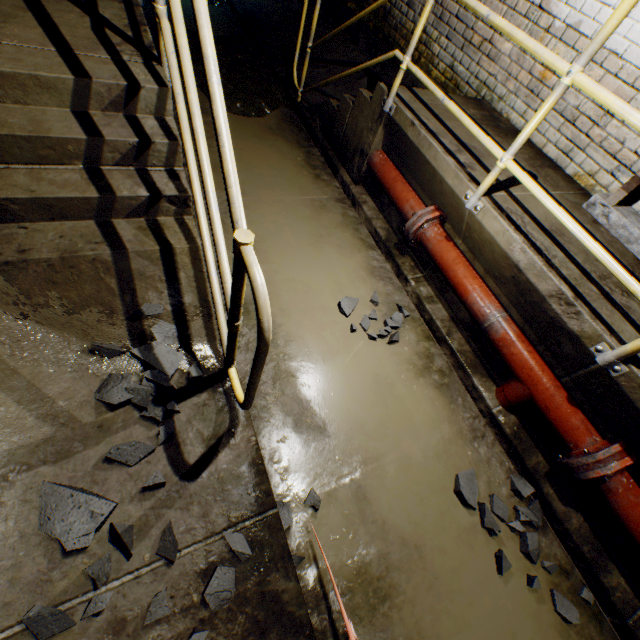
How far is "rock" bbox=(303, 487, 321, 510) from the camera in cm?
175

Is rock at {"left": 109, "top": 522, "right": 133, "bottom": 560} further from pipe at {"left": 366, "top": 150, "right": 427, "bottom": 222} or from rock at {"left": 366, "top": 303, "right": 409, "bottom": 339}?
pipe at {"left": 366, "top": 150, "right": 427, "bottom": 222}

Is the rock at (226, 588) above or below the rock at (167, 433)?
below

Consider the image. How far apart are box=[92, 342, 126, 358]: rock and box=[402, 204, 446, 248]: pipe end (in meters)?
2.01

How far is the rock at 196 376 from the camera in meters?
1.8 m

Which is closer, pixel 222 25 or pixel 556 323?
pixel 556 323

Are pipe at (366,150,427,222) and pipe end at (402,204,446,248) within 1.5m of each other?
yes
